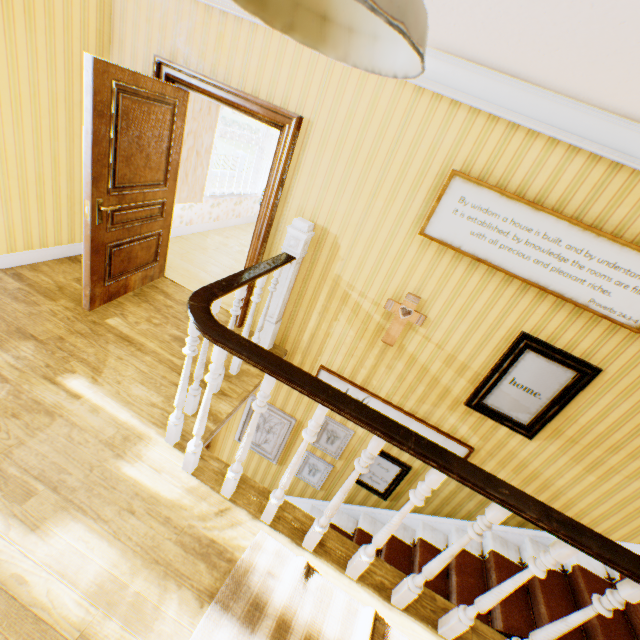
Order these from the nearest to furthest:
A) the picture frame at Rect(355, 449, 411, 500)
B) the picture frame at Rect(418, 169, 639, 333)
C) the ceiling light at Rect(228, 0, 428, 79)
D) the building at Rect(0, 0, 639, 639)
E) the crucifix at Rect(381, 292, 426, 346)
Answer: the ceiling light at Rect(228, 0, 428, 79)
the building at Rect(0, 0, 639, 639)
the picture frame at Rect(418, 169, 639, 333)
the crucifix at Rect(381, 292, 426, 346)
the picture frame at Rect(355, 449, 411, 500)

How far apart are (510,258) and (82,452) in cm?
366

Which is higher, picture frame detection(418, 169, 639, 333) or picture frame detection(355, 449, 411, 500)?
picture frame detection(418, 169, 639, 333)

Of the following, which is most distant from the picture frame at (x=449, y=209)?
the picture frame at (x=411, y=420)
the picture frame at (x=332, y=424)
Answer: the picture frame at (x=332, y=424)

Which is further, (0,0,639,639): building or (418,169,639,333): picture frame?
(418,169,639,333): picture frame

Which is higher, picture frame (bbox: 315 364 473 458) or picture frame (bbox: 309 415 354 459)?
picture frame (bbox: 315 364 473 458)

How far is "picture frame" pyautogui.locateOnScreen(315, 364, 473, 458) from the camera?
3.71m

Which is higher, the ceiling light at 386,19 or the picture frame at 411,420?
the ceiling light at 386,19
